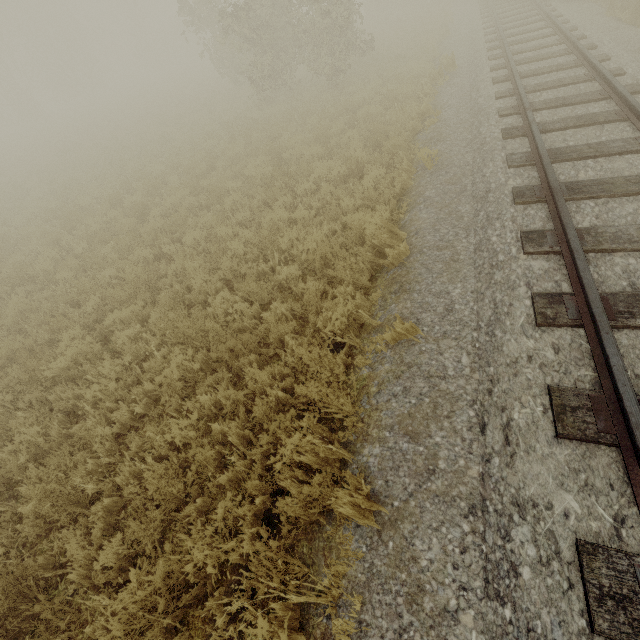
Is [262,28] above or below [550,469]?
above
